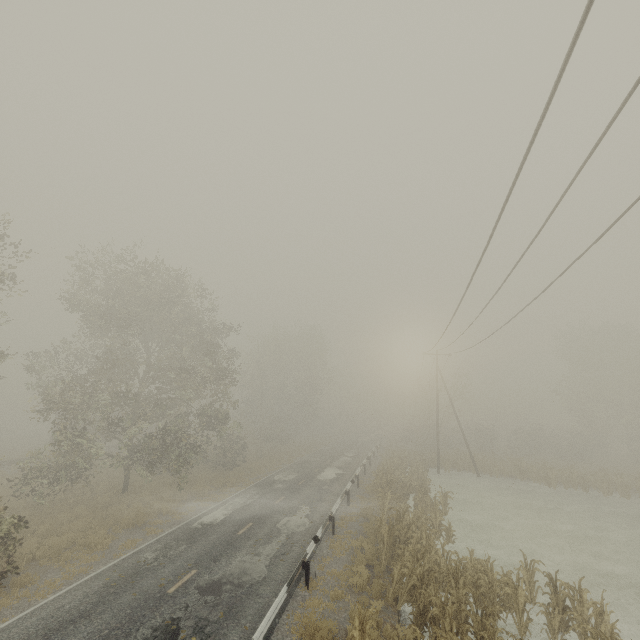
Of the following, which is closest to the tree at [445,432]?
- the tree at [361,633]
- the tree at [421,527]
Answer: the tree at [421,527]

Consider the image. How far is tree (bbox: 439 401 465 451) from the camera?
38.1m

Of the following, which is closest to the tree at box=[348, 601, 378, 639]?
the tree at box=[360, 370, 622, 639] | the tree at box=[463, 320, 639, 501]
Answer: the tree at box=[360, 370, 622, 639]

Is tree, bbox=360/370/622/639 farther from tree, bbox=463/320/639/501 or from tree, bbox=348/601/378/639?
tree, bbox=463/320/639/501

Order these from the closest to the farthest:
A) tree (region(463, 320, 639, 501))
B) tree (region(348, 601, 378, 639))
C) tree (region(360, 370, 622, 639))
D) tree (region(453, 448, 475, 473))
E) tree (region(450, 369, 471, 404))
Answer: tree (region(348, 601, 378, 639))
tree (region(360, 370, 622, 639))
tree (region(463, 320, 639, 501))
tree (region(453, 448, 475, 473))
tree (region(450, 369, 471, 404))

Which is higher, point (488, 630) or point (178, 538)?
point (488, 630)

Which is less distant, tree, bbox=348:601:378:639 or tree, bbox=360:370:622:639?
tree, bbox=348:601:378:639
